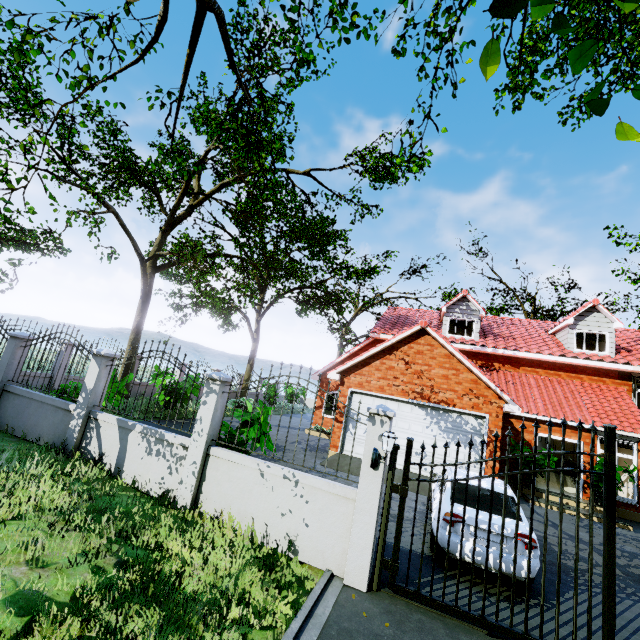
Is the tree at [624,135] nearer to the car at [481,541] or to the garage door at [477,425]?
the garage door at [477,425]

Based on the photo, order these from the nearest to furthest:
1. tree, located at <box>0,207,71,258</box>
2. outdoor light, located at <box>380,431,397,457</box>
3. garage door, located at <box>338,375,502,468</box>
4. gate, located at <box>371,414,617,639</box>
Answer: gate, located at <box>371,414,617,639</box> < outdoor light, located at <box>380,431,397,457</box> < tree, located at <box>0,207,71,258</box> < garage door, located at <box>338,375,502,468</box>

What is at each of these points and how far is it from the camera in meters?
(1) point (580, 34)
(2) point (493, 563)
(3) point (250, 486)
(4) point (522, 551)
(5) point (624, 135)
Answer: (1) tree, 6.8 m
(2) car, 5.3 m
(3) fence, 5.7 m
(4) car, 5.3 m
(5) tree, 1.1 m

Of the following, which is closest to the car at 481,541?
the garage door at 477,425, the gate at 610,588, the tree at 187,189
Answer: the gate at 610,588

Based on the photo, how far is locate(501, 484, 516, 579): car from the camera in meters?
5.2 m

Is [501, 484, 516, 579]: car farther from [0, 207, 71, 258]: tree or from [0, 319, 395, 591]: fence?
[0, 207, 71, 258]: tree

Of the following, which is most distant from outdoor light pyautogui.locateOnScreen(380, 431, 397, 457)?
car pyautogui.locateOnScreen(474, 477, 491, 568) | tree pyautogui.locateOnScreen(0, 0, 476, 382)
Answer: tree pyautogui.locateOnScreen(0, 0, 476, 382)
